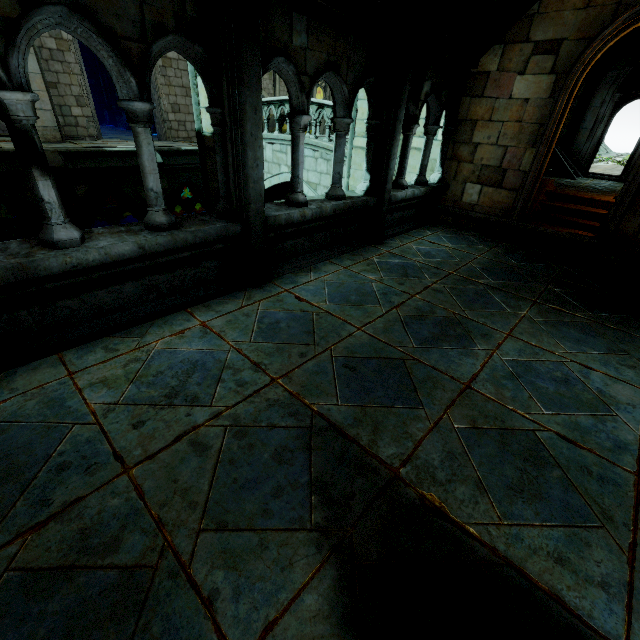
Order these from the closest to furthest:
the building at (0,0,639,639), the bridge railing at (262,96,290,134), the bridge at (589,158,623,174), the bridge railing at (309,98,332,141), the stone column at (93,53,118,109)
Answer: the building at (0,0,639,639), the bridge railing at (309,98,332,141), the bridge railing at (262,96,290,134), the bridge at (589,158,623,174), the stone column at (93,53,118,109)

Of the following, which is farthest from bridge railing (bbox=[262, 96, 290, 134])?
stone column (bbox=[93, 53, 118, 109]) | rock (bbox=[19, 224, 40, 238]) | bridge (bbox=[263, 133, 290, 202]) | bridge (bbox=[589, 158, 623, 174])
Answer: rock (bbox=[19, 224, 40, 238])

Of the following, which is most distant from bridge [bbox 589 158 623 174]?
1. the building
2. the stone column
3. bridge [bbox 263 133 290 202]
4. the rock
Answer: the rock

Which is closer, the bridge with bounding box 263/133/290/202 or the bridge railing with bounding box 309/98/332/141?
the bridge railing with bounding box 309/98/332/141

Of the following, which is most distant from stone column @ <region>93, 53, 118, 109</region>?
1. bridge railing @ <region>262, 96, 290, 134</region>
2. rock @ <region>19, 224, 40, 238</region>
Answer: bridge railing @ <region>262, 96, 290, 134</region>

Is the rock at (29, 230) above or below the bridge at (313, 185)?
below

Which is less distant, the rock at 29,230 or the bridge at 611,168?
the bridge at 611,168

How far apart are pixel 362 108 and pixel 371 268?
3.01m
